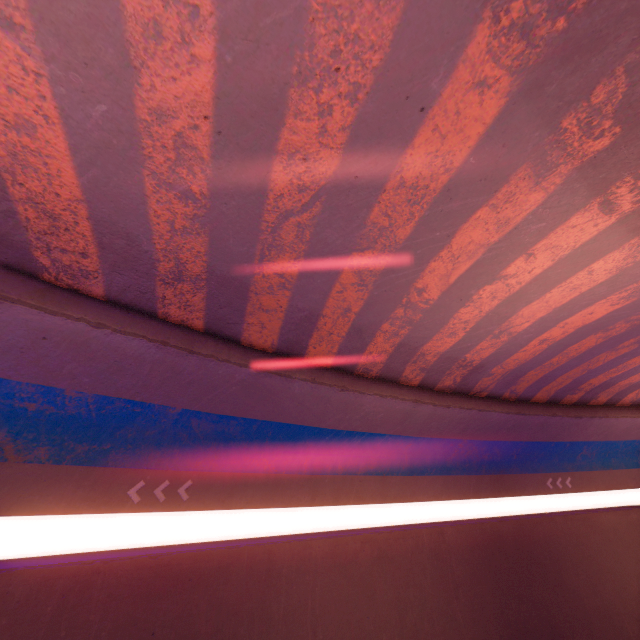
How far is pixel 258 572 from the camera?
8.1m
